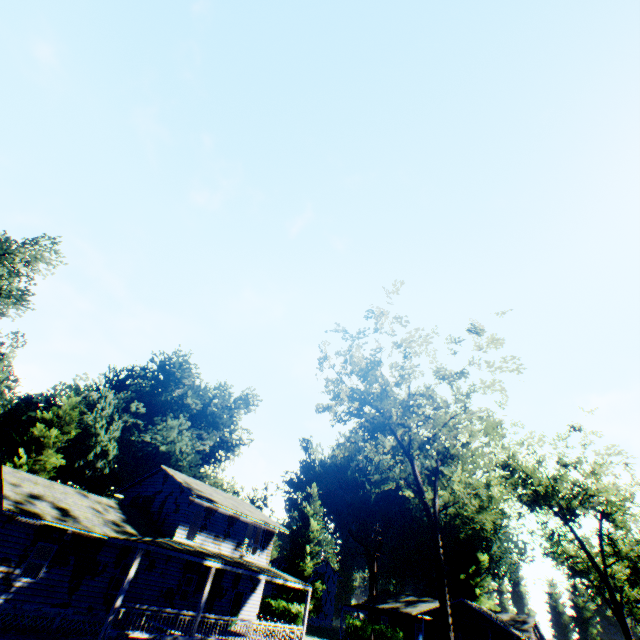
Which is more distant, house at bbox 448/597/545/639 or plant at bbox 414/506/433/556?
plant at bbox 414/506/433/556

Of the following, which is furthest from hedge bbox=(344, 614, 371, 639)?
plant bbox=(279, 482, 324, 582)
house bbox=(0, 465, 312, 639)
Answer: plant bbox=(279, 482, 324, 582)

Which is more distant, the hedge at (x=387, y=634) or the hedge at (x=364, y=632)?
the hedge at (x=364, y=632)

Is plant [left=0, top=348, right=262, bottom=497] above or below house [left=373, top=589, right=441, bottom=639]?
above

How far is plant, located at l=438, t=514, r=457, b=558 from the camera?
56.9m

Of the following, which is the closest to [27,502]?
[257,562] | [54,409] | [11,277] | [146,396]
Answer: [257,562]

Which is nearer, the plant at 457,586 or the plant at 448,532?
the plant at 457,586
